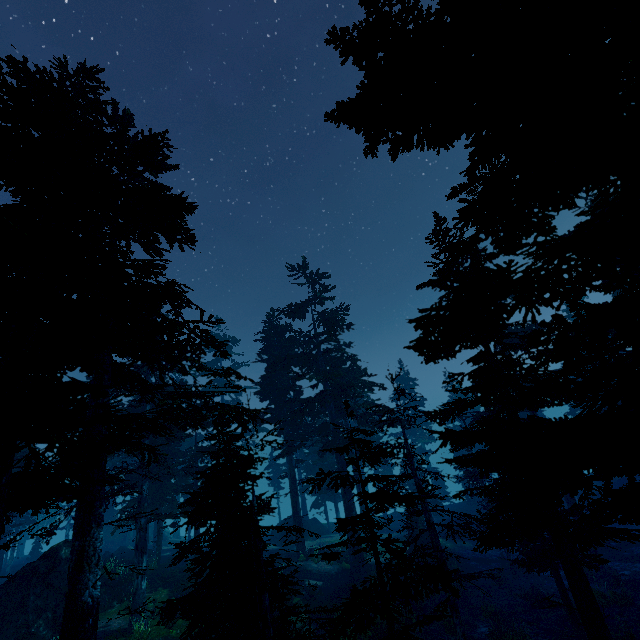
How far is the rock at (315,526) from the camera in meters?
33.7

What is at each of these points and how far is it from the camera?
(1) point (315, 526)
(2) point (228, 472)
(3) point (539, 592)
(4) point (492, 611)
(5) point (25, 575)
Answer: (1) rock, 36.84m
(2) instancedfoliageactor, 14.05m
(3) rock, 19.83m
(4) instancedfoliageactor, 19.17m
(5) rock, 17.22m

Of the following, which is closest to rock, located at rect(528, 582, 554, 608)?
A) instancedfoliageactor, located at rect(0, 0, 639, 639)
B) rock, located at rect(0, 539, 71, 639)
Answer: instancedfoliageactor, located at rect(0, 0, 639, 639)

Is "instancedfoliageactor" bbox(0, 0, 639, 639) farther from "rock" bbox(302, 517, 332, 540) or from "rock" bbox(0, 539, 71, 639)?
"rock" bbox(302, 517, 332, 540)

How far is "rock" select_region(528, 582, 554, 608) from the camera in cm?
1941

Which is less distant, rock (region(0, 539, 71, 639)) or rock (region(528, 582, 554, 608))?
rock (region(0, 539, 71, 639))

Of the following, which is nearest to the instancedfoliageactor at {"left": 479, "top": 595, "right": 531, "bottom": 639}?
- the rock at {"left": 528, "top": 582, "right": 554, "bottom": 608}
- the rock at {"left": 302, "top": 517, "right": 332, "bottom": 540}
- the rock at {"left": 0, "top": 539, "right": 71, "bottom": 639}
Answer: the rock at {"left": 0, "top": 539, "right": 71, "bottom": 639}

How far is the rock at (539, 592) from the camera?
19.4 meters
